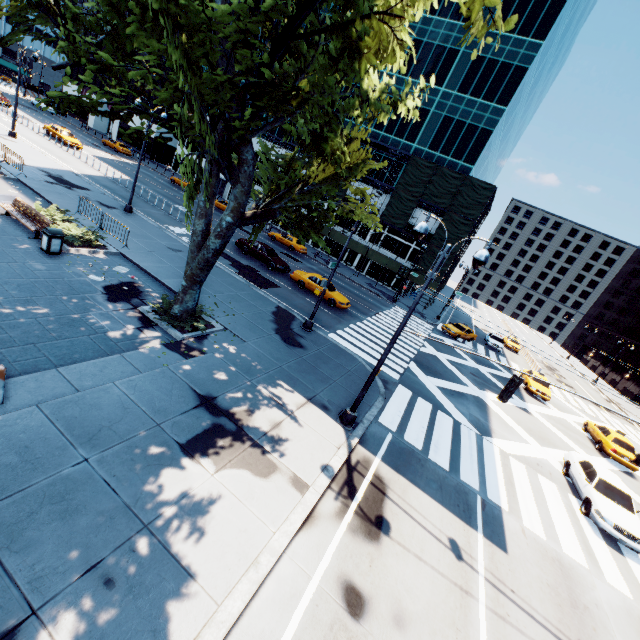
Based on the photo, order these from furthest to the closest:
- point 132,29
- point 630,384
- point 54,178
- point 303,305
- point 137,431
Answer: point 630,384
point 54,178
point 303,305
point 137,431
point 132,29

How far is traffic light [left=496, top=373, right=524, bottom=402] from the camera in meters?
8.9

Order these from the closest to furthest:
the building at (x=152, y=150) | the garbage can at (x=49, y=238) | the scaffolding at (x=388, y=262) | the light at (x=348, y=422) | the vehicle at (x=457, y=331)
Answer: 1. the light at (x=348, y=422)
2. the garbage can at (x=49, y=238)
3. the vehicle at (x=457, y=331)
4. the scaffolding at (x=388, y=262)
5. the building at (x=152, y=150)

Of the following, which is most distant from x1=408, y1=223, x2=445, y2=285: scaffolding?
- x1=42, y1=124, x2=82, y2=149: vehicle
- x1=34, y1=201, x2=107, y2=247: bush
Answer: x1=34, y1=201, x2=107, y2=247: bush

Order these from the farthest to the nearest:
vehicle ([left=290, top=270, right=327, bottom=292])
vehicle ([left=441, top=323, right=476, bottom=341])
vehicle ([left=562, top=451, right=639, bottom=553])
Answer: vehicle ([left=441, top=323, right=476, bottom=341]), vehicle ([left=290, top=270, right=327, bottom=292]), vehicle ([left=562, top=451, right=639, bottom=553])

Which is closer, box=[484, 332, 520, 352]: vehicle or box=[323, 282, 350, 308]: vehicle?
box=[323, 282, 350, 308]: vehicle

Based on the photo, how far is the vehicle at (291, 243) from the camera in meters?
38.5

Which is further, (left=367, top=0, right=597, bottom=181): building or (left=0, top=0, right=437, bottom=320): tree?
(left=367, top=0, right=597, bottom=181): building
